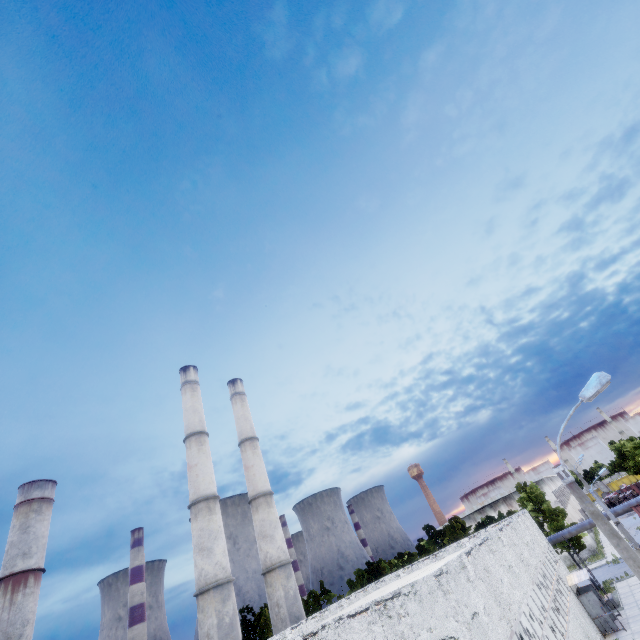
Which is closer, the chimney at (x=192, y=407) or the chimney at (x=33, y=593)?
the chimney at (x=192, y=407)

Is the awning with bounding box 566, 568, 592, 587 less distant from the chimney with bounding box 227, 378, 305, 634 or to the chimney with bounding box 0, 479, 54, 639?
the chimney with bounding box 227, 378, 305, 634

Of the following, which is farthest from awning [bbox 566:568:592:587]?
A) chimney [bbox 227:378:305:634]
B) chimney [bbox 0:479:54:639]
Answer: chimney [bbox 0:479:54:639]

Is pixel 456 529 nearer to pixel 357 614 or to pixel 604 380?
pixel 357 614

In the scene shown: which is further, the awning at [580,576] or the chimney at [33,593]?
the chimney at [33,593]

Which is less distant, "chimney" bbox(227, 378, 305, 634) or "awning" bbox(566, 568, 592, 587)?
"awning" bbox(566, 568, 592, 587)
